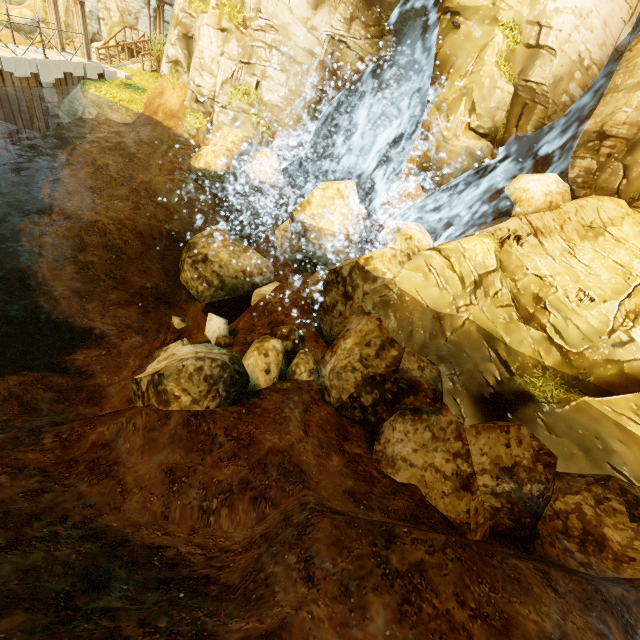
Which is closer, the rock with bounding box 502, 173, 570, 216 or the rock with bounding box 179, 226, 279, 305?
the rock with bounding box 502, 173, 570, 216

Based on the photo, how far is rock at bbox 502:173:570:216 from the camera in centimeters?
1038cm

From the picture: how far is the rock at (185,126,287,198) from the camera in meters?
11.7

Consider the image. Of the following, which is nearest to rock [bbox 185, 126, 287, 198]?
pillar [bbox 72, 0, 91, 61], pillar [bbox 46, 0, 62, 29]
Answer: pillar [bbox 72, 0, 91, 61]

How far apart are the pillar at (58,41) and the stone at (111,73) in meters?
0.9 m

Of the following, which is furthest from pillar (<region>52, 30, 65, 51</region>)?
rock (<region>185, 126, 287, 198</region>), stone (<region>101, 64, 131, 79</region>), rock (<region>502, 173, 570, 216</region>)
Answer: rock (<region>502, 173, 570, 216</region>)

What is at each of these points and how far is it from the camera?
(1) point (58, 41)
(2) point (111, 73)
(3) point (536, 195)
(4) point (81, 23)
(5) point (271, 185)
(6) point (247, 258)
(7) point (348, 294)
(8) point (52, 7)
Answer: (1) pillar, 14.7 meters
(2) stone, 16.1 meters
(3) rock, 10.5 meters
(4) pillar, 14.1 meters
(5) rock, 12.6 meters
(6) rock, 14.3 meters
(7) rock, 9.8 meters
(8) pillar, 14.0 meters

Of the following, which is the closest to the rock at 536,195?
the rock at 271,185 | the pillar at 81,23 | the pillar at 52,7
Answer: the rock at 271,185
